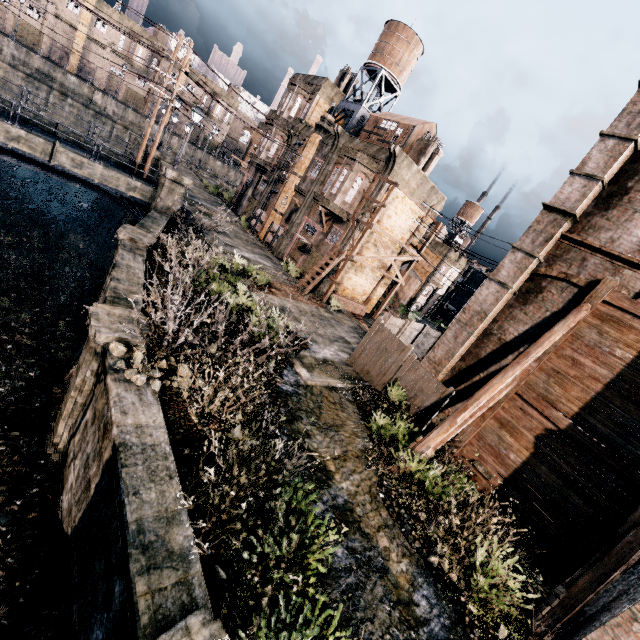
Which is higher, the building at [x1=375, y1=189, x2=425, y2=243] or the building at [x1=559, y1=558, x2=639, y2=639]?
the building at [x1=375, y1=189, x2=425, y2=243]

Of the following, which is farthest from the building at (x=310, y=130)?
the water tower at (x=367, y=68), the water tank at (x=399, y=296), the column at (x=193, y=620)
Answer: the column at (x=193, y=620)

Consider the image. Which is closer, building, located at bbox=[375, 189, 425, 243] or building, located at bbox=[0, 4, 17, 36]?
building, located at bbox=[375, 189, 425, 243]

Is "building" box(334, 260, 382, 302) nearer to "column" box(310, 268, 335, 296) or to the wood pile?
"column" box(310, 268, 335, 296)

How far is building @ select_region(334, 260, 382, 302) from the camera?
26.7m

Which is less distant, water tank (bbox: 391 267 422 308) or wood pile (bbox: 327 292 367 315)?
wood pile (bbox: 327 292 367 315)

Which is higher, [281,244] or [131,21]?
[131,21]

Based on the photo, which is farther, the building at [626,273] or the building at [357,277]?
the building at [357,277]
